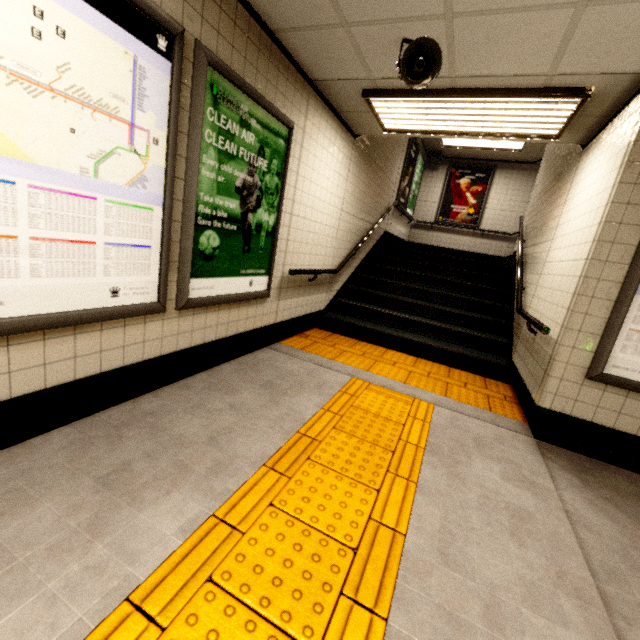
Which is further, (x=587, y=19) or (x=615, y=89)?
(x=615, y=89)

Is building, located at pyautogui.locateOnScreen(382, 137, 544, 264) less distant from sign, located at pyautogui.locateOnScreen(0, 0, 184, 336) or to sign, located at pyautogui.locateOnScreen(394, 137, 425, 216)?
sign, located at pyautogui.locateOnScreen(394, 137, 425, 216)

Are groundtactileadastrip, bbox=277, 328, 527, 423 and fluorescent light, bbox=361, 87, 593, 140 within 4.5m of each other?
yes

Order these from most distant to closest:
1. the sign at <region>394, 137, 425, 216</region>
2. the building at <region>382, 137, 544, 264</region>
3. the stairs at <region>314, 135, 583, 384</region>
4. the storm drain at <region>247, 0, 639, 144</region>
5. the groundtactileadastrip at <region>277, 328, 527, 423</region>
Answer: the building at <region>382, 137, 544, 264</region> → the sign at <region>394, 137, 425, 216</region> → the stairs at <region>314, 135, 583, 384</region> → the groundtactileadastrip at <region>277, 328, 527, 423</region> → the storm drain at <region>247, 0, 639, 144</region>

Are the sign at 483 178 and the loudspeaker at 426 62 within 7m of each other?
no

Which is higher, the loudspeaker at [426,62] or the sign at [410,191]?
the sign at [410,191]

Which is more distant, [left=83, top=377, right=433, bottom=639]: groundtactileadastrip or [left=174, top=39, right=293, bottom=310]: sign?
[left=174, top=39, right=293, bottom=310]: sign

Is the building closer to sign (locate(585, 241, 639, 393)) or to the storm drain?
A: the storm drain
